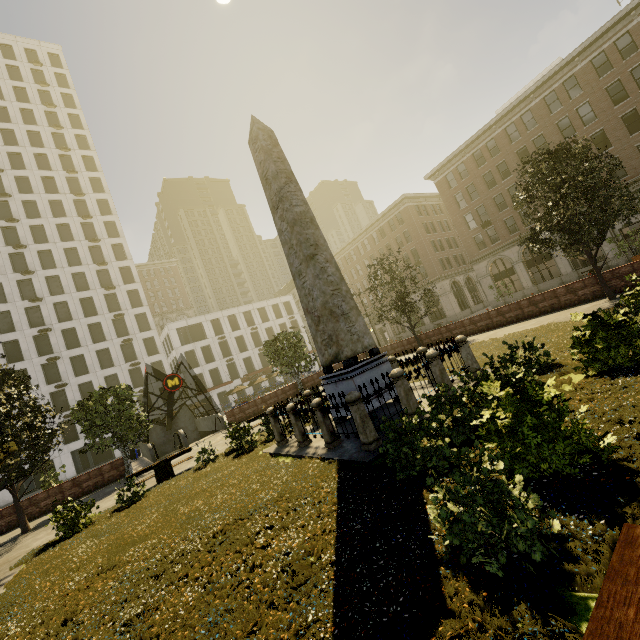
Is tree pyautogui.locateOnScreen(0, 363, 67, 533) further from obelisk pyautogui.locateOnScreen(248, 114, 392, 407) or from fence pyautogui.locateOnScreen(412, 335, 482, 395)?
obelisk pyautogui.locateOnScreen(248, 114, 392, 407)

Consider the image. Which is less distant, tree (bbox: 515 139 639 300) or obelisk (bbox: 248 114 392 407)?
obelisk (bbox: 248 114 392 407)

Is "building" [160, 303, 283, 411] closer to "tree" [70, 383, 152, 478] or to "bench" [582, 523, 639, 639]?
"tree" [70, 383, 152, 478]

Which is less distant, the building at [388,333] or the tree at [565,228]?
the tree at [565,228]

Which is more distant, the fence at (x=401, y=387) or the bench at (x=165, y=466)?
the bench at (x=165, y=466)

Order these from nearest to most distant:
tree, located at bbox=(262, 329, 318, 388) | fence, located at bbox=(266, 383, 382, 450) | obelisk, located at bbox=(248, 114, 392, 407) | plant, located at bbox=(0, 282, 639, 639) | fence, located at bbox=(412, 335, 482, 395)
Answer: plant, located at bbox=(0, 282, 639, 639), fence, located at bbox=(266, 383, 382, 450), fence, located at bbox=(412, 335, 482, 395), obelisk, located at bbox=(248, 114, 392, 407), tree, located at bbox=(262, 329, 318, 388)

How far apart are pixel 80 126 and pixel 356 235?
49.8m

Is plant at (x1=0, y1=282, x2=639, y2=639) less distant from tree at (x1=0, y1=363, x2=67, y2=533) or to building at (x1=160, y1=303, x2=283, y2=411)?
tree at (x1=0, y1=363, x2=67, y2=533)
